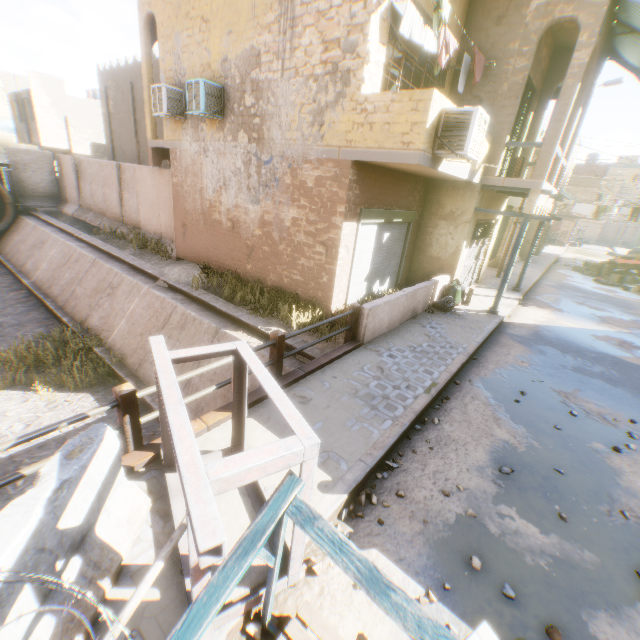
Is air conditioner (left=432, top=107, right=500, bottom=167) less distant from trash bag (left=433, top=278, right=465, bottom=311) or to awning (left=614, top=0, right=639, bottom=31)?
awning (left=614, top=0, right=639, bottom=31)

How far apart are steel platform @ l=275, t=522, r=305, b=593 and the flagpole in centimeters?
15cm

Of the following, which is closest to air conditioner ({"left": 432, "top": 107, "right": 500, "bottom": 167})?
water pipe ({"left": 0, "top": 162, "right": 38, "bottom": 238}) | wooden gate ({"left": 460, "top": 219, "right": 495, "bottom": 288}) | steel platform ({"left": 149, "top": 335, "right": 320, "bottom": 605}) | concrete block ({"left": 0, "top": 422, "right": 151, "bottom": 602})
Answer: wooden gate ({"left": 460, "top": 219, "right": 495, "bottom": 288})

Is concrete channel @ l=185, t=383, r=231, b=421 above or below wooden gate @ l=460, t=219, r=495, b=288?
below

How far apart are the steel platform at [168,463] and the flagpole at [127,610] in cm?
15

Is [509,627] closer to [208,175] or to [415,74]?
[415,74]
